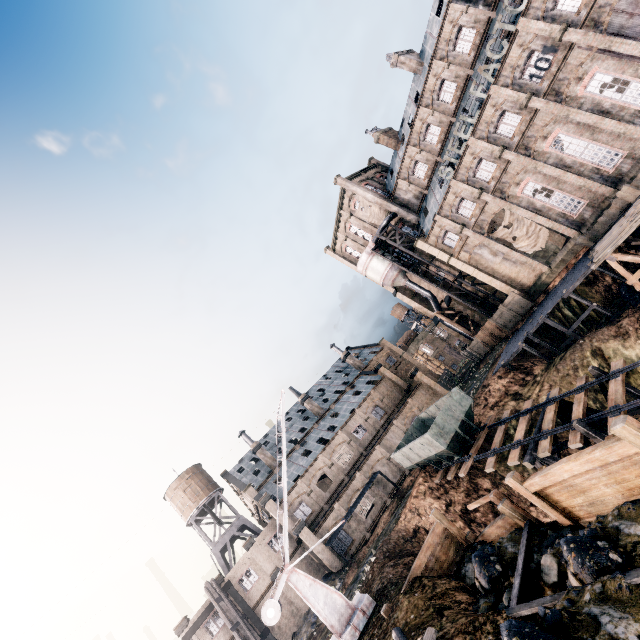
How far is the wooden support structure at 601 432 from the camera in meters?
15.7

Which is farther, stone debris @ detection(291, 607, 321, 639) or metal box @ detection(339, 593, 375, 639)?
stone debris @ detection(291, 607, 321, 639)

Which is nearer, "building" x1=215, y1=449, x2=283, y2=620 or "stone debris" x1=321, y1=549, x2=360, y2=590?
"stone debris" x1=321, y1=549, x2=360, y2=590

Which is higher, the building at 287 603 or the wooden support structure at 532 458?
the building at 287 603

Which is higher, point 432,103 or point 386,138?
point 386,138

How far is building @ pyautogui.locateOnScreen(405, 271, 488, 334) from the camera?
48.38m

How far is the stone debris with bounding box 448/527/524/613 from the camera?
10.0m

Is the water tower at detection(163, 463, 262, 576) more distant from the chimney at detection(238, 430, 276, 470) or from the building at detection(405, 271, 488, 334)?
the building at detection(405, 271, 488, 334)
